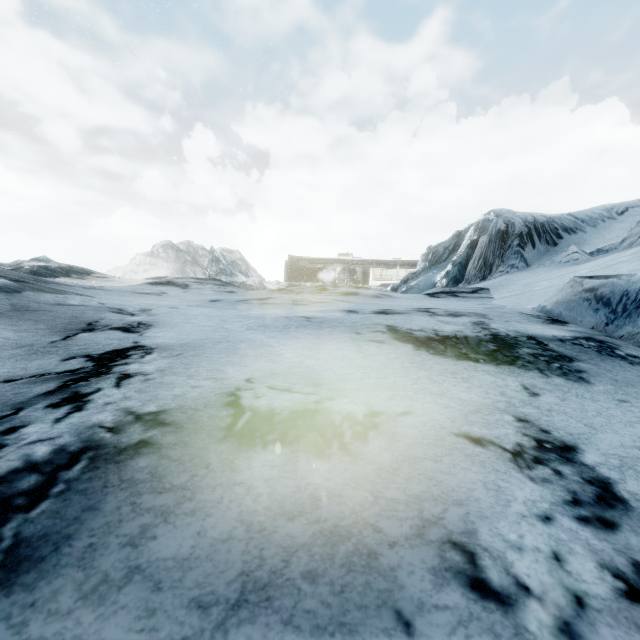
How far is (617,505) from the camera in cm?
81
